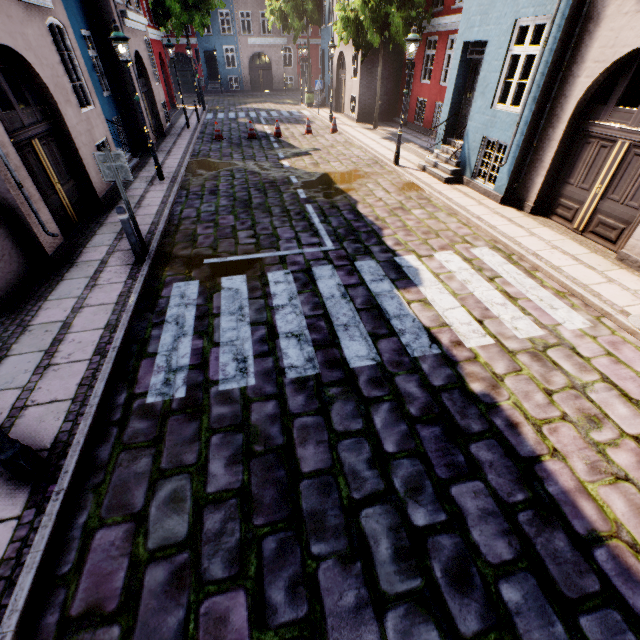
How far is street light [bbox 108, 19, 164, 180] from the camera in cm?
826

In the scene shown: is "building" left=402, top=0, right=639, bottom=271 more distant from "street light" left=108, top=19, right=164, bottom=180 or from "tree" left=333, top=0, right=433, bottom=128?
"street light" left=108, top=19, right=164, bottom=180

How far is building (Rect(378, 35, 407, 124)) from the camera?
17.6m

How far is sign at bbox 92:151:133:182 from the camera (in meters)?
5.55

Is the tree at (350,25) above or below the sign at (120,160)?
above

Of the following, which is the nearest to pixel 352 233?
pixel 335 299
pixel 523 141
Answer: pixel 335 299

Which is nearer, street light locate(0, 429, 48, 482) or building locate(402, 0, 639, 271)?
street light locate(0, 429, 48, 482)

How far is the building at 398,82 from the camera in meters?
17.6 m
